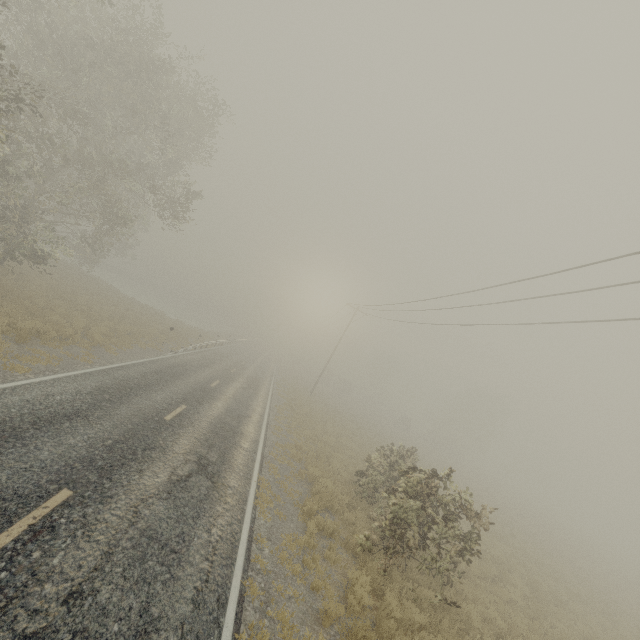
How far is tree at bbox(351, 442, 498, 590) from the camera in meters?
9.1 m

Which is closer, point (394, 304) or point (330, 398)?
point (394, 304)

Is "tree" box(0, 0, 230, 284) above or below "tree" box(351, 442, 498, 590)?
above

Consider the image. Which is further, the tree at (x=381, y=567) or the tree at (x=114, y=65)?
the tree at (x=114, y=65)

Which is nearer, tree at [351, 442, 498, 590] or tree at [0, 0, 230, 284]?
tree at [351, 442, 498, 590]

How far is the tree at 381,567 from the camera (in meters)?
9.12
